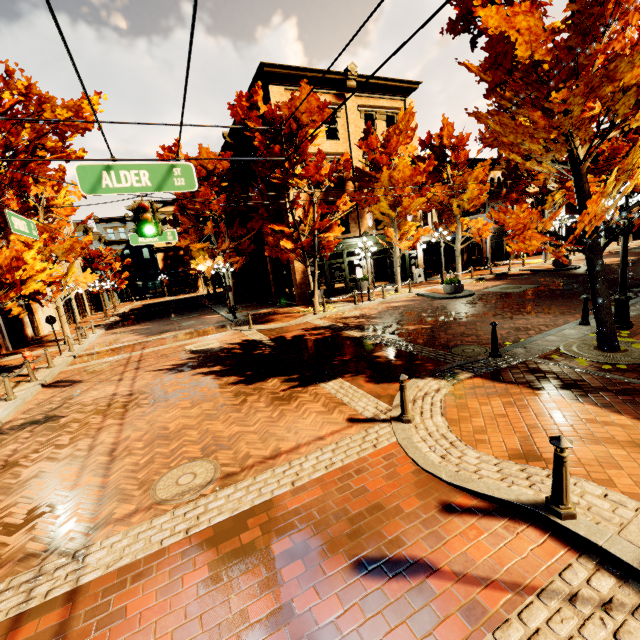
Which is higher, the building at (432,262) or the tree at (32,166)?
the tree at (32,166)

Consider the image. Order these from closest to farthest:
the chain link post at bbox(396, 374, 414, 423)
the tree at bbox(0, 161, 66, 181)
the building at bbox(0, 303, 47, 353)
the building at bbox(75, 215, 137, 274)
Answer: the chain link post at bbox(396, 374, 414, 423)
the tree at bbox(0, 161, 66, 181)
the building at bbox(0, 303, 47, 353)
the building at bbox(75, 215, 137, 274)

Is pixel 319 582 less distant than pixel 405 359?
Yes

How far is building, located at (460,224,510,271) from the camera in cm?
2778

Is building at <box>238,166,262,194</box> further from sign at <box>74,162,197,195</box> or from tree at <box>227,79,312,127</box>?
sign at <box>74,162,197,195</box>

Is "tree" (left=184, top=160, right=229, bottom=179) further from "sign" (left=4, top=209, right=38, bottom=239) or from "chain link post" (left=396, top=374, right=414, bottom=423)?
"chain link post" (left=396, top=374, right=414, bottom=423)

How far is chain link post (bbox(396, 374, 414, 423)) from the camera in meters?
5.6 m

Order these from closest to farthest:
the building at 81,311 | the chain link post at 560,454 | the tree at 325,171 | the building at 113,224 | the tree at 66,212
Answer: the chain link post at 560,454
the tree at 325,171
the tree at 66,212
the building at 81,311
the building at 113,224
